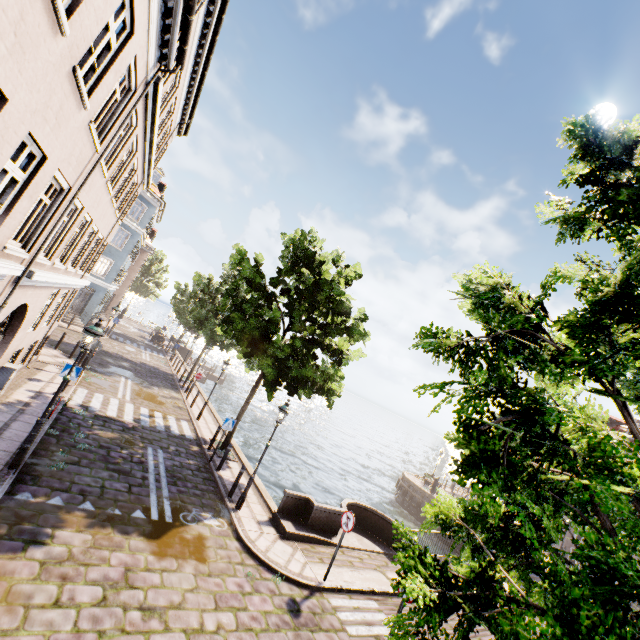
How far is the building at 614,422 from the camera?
28.0 meters

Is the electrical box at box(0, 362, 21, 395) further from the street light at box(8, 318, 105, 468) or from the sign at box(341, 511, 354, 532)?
the sign at box(341, 511, 354, 532)

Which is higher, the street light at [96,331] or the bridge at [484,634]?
the street light at [96,331]

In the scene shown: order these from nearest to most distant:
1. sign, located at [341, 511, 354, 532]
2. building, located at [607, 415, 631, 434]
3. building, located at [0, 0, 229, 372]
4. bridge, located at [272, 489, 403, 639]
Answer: building, located at [0, 0, 229, 372]
bridge, located at [272, 489, 403, 639]
sign, located at [341, 511, 354, 532]
building, located at [607, 415, 631, 434]

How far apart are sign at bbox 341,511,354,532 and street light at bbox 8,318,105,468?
8.33m

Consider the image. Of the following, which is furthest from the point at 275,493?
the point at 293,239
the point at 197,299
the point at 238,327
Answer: the point at 197,299

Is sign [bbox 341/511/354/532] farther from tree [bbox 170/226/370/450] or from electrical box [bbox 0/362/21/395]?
electrical box [bbox 0/362/21/395]

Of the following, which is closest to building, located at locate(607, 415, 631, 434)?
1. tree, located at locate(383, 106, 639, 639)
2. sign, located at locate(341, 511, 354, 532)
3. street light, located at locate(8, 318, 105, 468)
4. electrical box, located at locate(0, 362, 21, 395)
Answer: tree, located at locate(383, 106, 639, 639)
